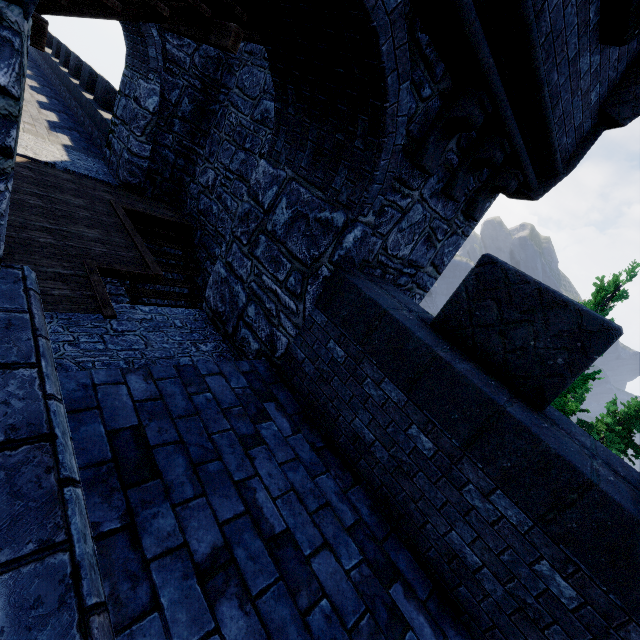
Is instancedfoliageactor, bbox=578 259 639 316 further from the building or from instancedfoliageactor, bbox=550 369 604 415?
the building

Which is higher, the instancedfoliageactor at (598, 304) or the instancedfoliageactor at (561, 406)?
the instancedfoliageactor at (598, 304)

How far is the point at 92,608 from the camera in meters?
1.0

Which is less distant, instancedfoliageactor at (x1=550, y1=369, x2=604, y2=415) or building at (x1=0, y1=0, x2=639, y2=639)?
building at (x1=0, y1=0, x2=639, y2=639)

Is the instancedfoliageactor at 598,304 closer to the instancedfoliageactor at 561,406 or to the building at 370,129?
the instancedfoliageactor at 561,406

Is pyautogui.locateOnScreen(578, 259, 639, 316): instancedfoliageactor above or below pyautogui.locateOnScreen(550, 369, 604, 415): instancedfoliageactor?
above
